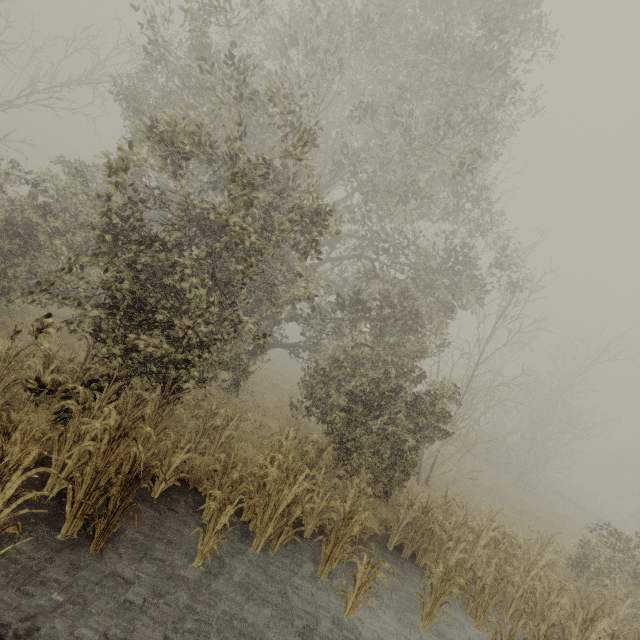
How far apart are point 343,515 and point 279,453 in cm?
182
